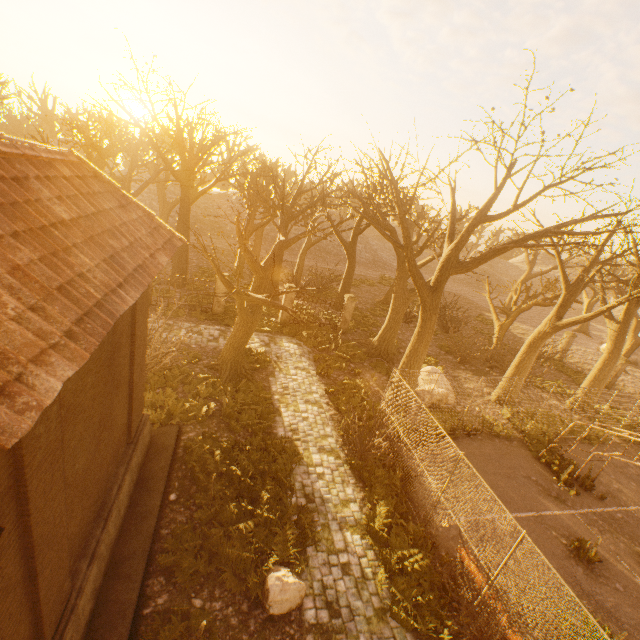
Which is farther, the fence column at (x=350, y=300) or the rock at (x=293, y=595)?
the fence column at (x=350, y=300)

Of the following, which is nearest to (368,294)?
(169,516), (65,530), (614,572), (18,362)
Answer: (614,572)

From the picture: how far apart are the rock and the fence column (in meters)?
14.84

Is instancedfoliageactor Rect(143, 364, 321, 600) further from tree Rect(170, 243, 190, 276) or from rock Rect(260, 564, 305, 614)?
tree Rect(170, 243, 190, 276)

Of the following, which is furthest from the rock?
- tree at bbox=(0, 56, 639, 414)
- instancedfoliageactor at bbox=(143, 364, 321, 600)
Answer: tree at bbox=(0, 56, 639, 414)

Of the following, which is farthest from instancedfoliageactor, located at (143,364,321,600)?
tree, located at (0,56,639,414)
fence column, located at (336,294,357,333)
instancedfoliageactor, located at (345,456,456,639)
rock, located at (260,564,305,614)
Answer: fence column, located at (336,294,357,333)

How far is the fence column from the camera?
20.5 meters

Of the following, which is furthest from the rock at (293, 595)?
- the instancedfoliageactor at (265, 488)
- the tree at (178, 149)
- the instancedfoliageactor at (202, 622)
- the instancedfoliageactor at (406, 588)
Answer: the tree at (178, 149)
